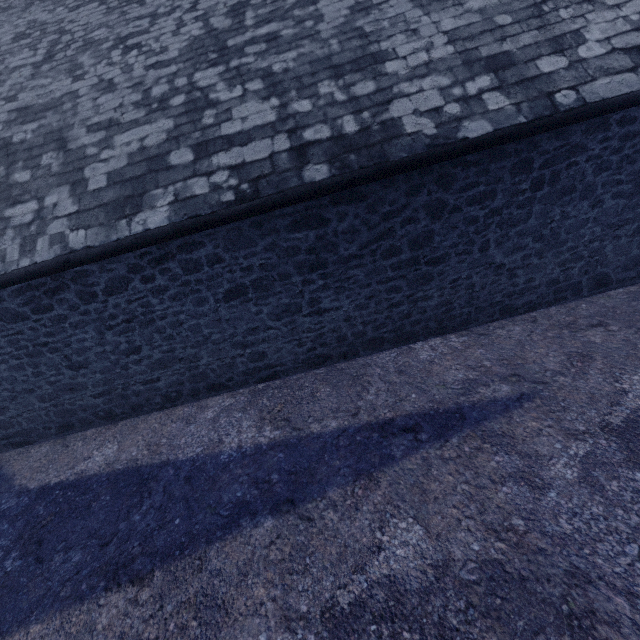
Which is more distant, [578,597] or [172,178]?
[172,178]
